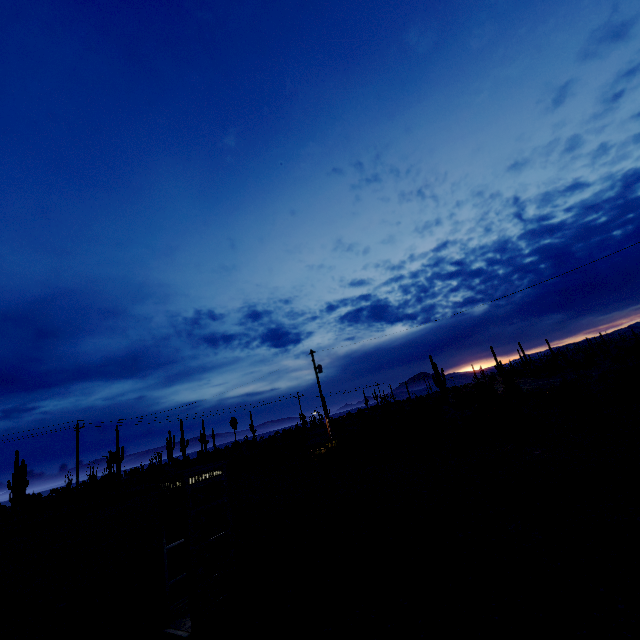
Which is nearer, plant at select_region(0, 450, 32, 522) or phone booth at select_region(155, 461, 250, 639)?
phone booth at select_region(155, 461, 250, 639)

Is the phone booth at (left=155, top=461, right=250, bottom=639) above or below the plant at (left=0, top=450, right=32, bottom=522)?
below

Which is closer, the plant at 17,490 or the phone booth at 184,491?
the phone booth at 184,491

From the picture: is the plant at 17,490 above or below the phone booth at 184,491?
above

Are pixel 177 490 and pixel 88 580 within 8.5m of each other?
yes
